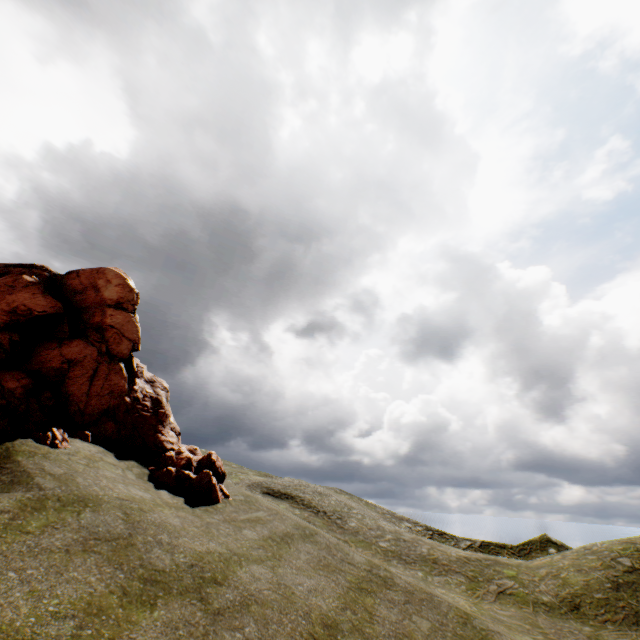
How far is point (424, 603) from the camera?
10.5m
